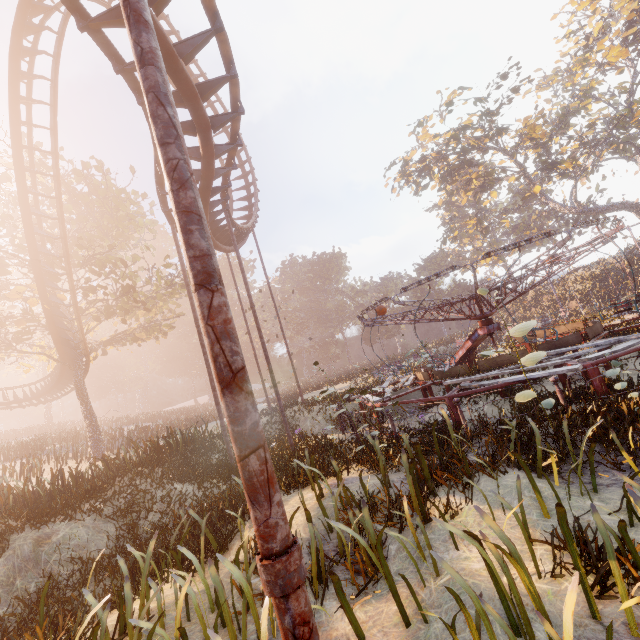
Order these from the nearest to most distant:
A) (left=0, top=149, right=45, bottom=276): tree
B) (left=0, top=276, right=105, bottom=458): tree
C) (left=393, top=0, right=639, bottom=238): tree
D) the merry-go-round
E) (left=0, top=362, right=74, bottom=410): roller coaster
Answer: the merry-go-round → (left=0, top=149, right=45, bottom=276): tree → (left=0, top=276, right=105, bottom=458): tree → (left=0, top=362, right=74, bottom=410): roller coaster → (left=393, top=0, right=639, bottom=238): tree

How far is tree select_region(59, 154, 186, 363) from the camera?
18.54m

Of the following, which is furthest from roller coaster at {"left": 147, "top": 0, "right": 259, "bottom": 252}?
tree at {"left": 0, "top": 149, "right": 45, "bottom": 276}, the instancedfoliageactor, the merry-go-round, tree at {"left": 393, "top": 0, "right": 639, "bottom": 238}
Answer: tree at {"left": 393, "top": 0, "right": 639, "bottom": 238}

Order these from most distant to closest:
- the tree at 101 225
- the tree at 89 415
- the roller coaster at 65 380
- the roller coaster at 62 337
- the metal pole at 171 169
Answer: the roller coaster at 65 380 → the tree at 101 225 → the tree at 89 415 → the roller coaster at 62 337 → the metal pole at 171 169

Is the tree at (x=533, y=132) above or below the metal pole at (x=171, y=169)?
above

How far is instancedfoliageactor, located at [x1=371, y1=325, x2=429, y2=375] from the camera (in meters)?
14.41

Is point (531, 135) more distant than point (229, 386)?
Yes

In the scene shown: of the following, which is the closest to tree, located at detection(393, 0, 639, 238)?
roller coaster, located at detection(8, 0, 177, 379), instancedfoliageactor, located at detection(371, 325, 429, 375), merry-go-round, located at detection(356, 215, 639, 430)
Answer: instancedfoliageactor, located at detection(371, 325, 429, 375)
